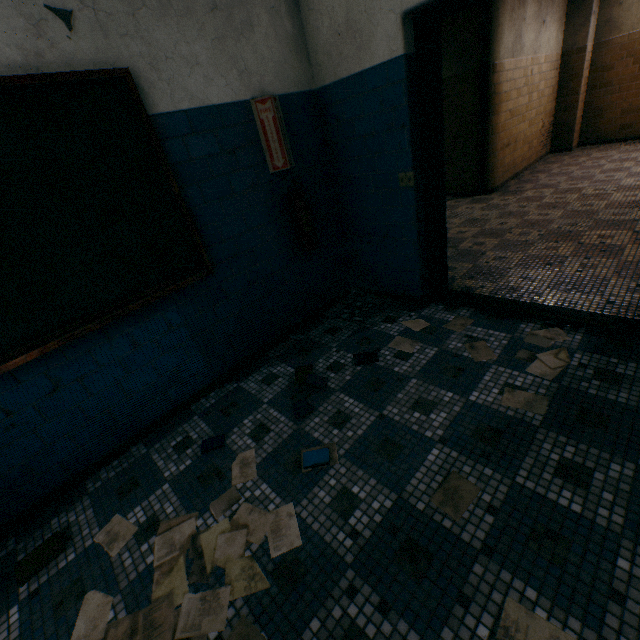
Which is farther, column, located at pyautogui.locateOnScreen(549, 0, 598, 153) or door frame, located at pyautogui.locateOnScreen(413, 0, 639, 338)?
column, located at pyautogui.locateOnScreen(549, 0, 598, 153)

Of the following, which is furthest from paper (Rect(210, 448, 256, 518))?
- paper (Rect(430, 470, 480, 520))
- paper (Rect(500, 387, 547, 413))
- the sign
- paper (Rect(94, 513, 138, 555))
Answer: the sign

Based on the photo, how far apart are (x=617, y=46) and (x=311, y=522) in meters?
10.3 m

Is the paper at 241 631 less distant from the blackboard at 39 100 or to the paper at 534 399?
the blackboard at 39 100

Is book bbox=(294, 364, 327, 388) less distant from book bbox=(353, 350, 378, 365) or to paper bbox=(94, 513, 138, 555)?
book bbox=(353, 350, 378, 365)

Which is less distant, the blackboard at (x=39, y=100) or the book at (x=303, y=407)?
the blackboard at (x=39, y=100)

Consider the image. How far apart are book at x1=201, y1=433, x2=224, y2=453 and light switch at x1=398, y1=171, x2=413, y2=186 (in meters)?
2.43

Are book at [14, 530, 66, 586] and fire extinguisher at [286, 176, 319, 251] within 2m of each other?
no
